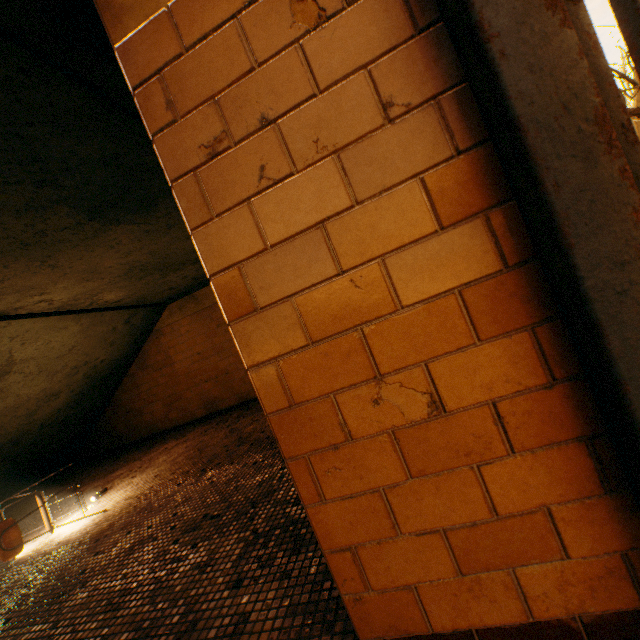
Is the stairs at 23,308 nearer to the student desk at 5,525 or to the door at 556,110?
the door at 556,110

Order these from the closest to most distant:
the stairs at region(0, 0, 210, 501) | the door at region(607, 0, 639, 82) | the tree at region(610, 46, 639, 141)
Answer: the door at region(607, 0, 639, 82), the stairs at region(0, 0, 210, 501), the tree at region(610, 46, 639, 141)

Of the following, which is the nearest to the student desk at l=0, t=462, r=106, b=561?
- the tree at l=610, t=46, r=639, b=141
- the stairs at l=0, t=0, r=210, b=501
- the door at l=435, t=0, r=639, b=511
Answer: the stairs at l=0, t=0, r=210, b=501

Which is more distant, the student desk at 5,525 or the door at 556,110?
the student desk at 5,525

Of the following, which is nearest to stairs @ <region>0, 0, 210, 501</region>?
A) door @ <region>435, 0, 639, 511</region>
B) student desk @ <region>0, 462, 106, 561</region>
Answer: door @ <region>435, 0, 639, 511</region>

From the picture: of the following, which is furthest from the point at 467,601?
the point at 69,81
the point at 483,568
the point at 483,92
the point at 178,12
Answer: the point at 69,81

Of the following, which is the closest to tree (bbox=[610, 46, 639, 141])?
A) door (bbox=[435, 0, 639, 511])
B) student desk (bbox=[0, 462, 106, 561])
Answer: door (bbox=[435, 0, 639, 511])

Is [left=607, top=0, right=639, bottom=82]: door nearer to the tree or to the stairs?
the stairs
